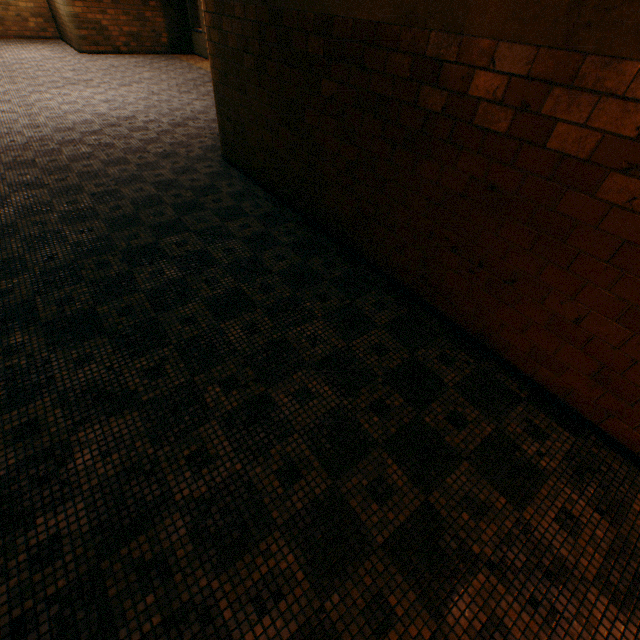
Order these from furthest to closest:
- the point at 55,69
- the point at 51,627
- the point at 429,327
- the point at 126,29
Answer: the point at 126,29, the point at 55,69, the point at 429,327, the point at 51,627
